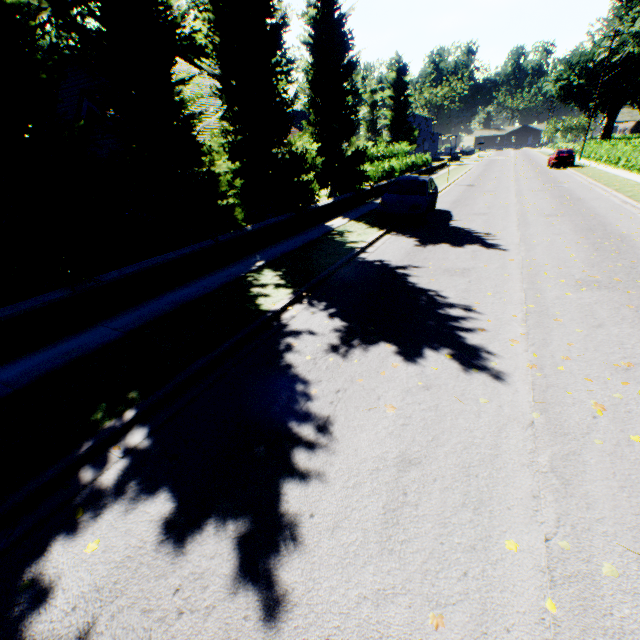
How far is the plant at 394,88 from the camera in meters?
51.0 m

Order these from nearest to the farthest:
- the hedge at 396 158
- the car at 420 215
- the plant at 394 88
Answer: the car at 420 215, the hedge at 396 158, the plant at 394 88

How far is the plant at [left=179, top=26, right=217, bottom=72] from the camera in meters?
46.5 m

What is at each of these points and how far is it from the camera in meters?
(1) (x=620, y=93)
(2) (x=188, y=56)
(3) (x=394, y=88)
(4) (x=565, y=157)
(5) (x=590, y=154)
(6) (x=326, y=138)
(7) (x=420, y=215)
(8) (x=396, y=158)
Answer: (1) plant, 46.2 m
(2) plant, 44.9 m
(3) plant, 52.3 m
(4) car, 30.5 m
(5) hedge, 36.5 m
(6) tree, 16.6 m
(7) car, 12.5 m
(8) hedge, 24.3 m

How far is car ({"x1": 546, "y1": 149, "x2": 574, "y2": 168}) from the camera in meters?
30.5

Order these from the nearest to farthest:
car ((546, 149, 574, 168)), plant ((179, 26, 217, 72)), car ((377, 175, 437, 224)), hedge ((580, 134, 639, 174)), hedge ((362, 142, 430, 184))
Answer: car ((377, 175, 437, 224)) < hedge ((362, 142, 430, 184)) < hedge ((580, 134, 639, 174)) < car ((546, 149, 574, 168)) < plant ((179, 26, 217, 72))

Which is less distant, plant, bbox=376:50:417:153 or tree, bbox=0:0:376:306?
tree, bbox=0:0:376:306
